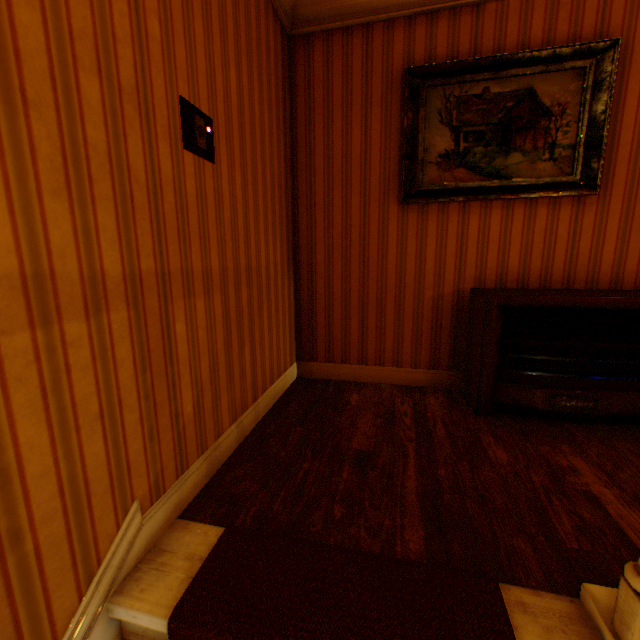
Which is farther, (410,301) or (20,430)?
(410,301)

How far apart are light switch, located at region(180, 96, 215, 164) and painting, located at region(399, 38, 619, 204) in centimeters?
155cm

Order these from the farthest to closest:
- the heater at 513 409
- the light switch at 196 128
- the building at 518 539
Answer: the heater at 513 409 < the light switch at 196 128 < the building at 518 539

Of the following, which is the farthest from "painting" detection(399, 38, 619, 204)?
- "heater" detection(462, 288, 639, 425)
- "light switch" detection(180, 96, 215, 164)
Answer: "light switch" detection(180, 96, 215, 164)

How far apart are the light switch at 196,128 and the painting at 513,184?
1.6m

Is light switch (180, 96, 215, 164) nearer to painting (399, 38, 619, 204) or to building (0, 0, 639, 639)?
building (0, 0, 639, 639)

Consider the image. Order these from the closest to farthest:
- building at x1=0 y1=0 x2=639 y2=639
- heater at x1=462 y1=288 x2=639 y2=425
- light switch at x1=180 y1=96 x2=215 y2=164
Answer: building at x1=0 y1=0 x2=639 y2=639, light switch at x1=180 y1=96 x2=215 y2=164, heater at x1=462 y1=288 x2=639 y2=425

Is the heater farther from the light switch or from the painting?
the light switch
